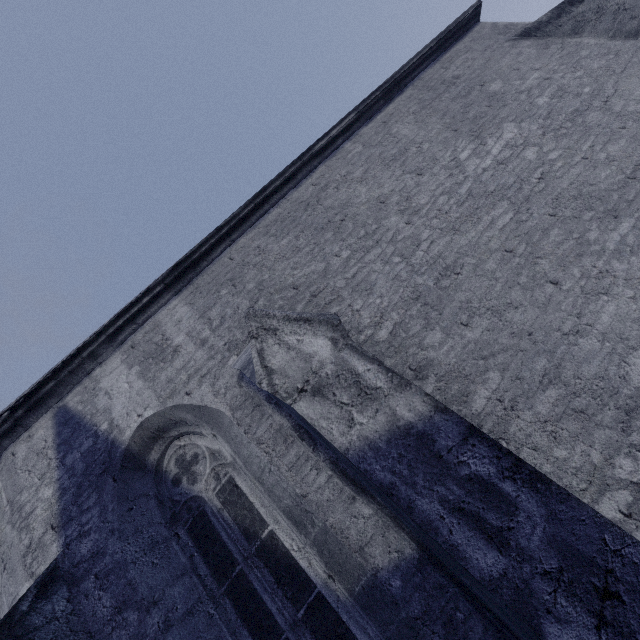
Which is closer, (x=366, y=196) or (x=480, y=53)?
(x=366, y=196)
